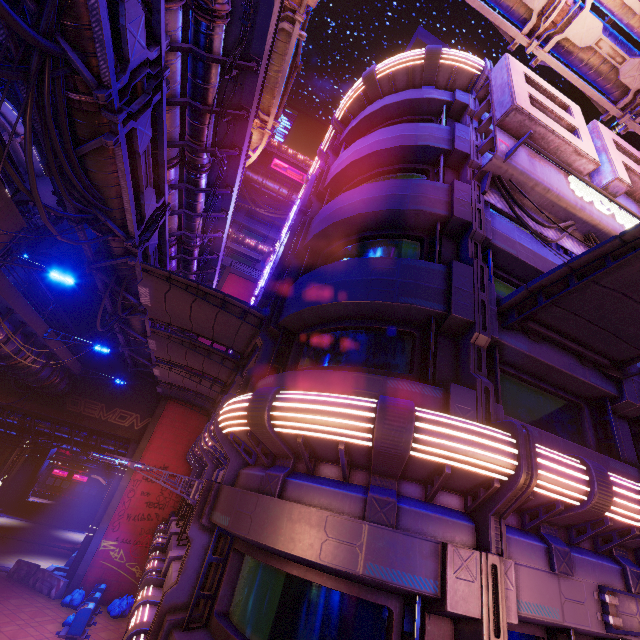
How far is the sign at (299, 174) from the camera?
42.9m

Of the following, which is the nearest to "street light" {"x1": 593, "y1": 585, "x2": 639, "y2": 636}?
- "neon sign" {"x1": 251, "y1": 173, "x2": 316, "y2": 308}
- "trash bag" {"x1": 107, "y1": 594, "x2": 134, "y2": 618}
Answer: "neon sign" {"x1": 251, "y1": 173, "x2": 316, "y2": 308}

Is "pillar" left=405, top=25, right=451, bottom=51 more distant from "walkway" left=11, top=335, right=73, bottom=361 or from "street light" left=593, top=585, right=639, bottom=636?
"street light" left=593, top=585, right=639, bottom=636

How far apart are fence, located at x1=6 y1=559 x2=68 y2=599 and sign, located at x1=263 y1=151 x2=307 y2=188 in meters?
43.2

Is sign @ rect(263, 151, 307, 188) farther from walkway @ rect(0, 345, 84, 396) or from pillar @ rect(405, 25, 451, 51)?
walkway @ rect(0, 345, 84, 396)

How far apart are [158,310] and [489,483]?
11.5 meters

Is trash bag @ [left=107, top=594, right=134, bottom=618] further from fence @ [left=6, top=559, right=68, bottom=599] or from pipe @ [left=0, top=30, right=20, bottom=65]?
pipe @ [left=0, top=30, right=20, bottom=65]

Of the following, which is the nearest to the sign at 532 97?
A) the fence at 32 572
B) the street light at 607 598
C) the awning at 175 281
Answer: the street light at 607 598
